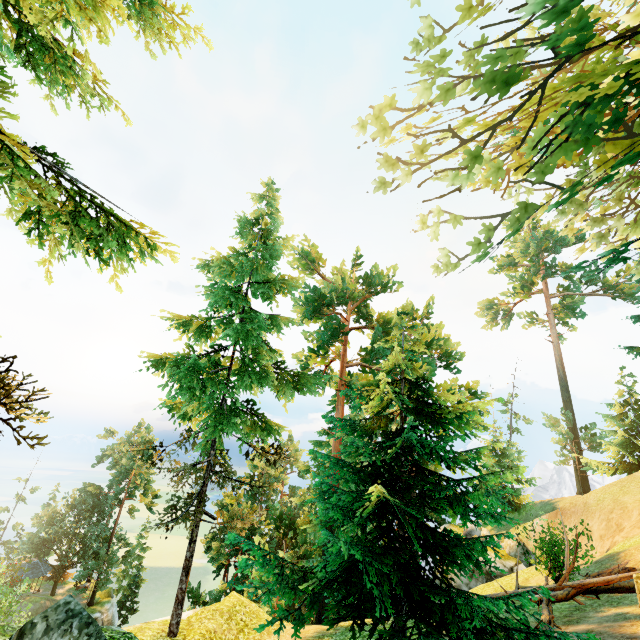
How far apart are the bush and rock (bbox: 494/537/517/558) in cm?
1609

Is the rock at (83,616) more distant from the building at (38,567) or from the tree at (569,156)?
the building at (38,567)

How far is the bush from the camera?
12.8m

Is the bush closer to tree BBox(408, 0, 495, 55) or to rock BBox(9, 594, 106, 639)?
tree BBox(408, 0, 495, 55)

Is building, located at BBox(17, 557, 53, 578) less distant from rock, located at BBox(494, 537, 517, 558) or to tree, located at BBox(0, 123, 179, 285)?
tree, located at BBox(0, 123, 179, 285)

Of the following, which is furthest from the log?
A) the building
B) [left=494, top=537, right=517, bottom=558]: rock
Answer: the building

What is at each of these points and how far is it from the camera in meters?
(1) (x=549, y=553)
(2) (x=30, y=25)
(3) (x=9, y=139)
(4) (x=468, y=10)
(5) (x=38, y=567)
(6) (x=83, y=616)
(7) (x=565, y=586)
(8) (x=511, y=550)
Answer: (1) bush, 13.4 m
(2) tree, 4.4 m
(3) tree, 3.9 m
(4) tree, 5.9 m
(5) building, 48.3 m
(6) rock, 5.9 m
(7) log, 10.1 m
(8) rock, 26.2 m
